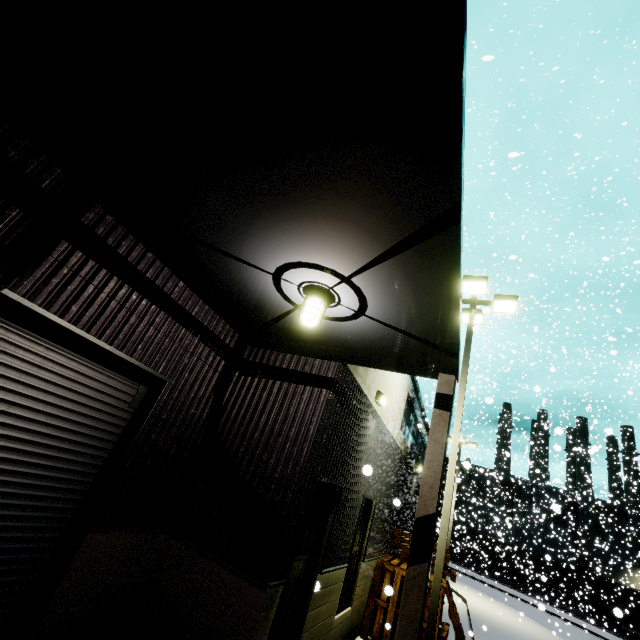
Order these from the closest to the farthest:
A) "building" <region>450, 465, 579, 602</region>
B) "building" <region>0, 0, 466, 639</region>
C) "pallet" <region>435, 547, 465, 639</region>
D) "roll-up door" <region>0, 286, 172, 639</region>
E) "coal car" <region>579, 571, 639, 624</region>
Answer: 1. "building" <region>0, 0, 466, 639</region>
2. "roll-up door" <region>0, 286, 172, 639</region>
3. "pallet" <region>435, 547, 465, 639</region>
4. "coal car" <region>579, 571, 639, 624</region>
5. "building" <region>450, 465, 579, 602</region>

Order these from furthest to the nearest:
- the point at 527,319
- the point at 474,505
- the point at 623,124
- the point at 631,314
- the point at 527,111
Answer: the point at 474,505 → the point at 631,314 → the point at 527,319 → the point at 527,111 → the point at 623,124

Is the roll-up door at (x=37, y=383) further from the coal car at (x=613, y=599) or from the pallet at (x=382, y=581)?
the coal car at (x=613, y=599)

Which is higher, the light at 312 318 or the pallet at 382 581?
the light at 312 318

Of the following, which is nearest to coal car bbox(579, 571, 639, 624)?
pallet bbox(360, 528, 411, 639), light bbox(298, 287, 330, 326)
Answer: pallet bbox(360, 528, 411, 639)

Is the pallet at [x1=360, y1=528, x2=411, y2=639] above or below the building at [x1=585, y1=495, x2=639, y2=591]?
below

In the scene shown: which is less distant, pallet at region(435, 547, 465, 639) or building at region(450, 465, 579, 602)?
pallet at region(435, 547, 465, 639)
